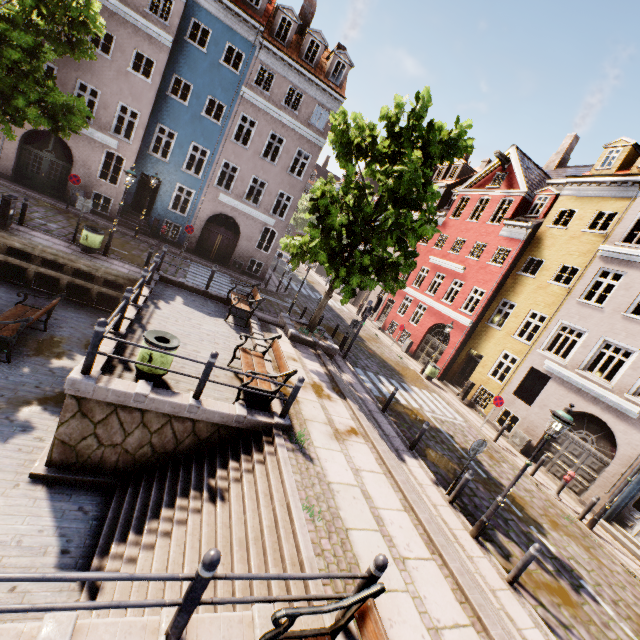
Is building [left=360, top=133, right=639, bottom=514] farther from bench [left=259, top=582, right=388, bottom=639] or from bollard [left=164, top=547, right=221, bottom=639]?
bollard [left=164, top=547, right=221, bottom=639]

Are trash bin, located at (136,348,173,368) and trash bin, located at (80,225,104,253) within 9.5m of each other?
yes

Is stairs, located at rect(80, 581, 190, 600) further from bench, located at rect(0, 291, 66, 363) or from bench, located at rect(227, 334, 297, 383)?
bench, located at rect(0, 291, 66, 363)

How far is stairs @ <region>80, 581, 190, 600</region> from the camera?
→ 4.64m

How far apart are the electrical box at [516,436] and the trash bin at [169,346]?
16.2 meters

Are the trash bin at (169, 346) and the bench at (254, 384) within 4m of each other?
yes

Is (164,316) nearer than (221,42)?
Yes

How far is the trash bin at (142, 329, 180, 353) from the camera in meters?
6.6
